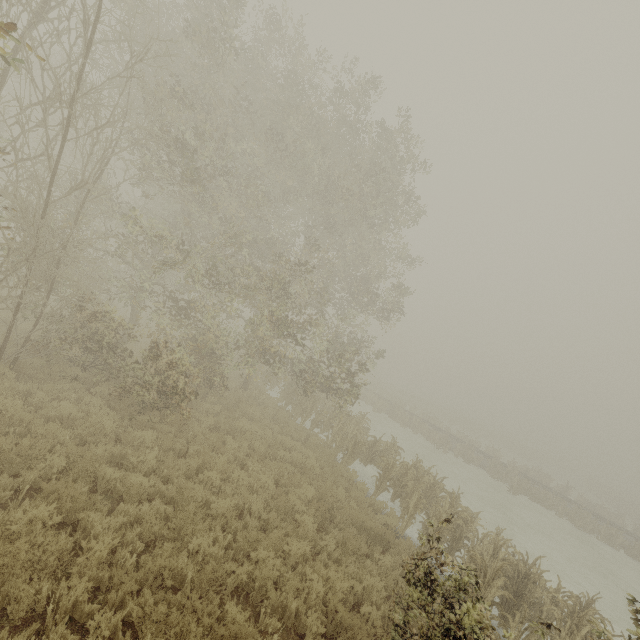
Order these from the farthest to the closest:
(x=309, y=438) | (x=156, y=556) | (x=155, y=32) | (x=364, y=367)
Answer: (x=364, y=367)
(x=309, y=438)
(x=155, y=32)
(x=156, y=556)
